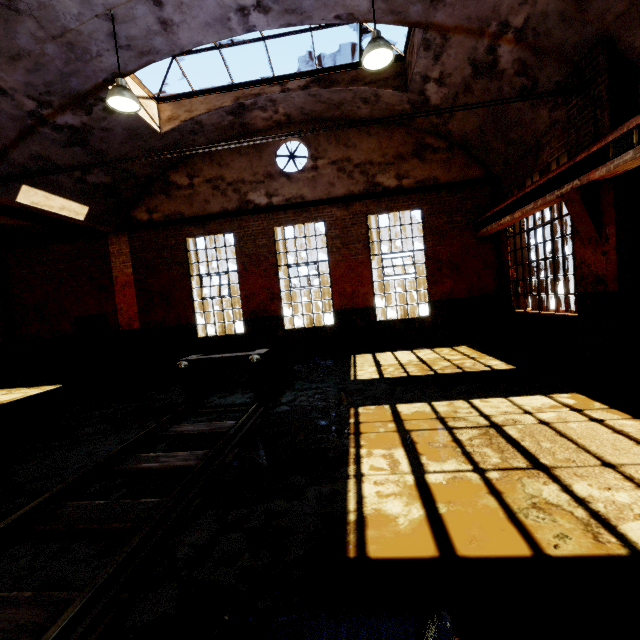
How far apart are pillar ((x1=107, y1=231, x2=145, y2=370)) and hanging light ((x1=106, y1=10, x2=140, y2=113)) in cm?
602

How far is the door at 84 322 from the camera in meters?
11.9 m

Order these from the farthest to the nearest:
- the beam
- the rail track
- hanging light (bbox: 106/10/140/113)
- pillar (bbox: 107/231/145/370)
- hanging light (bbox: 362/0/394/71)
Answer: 1. pillar (bbox: 107/231/145/370)
2. hanging light (bbox: 106/10/140/113)
3. hanging light (bbox: 362/0/394/71)
4. the beam
5. the rail track

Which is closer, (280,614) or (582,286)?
(280,614)

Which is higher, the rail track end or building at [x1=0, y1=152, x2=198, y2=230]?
building at [x1=0, y1=152, x2=198, y2=230]

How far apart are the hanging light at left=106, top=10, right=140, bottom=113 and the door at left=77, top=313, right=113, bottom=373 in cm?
778

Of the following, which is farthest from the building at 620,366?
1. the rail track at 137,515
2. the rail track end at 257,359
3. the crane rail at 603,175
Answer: the rail track end at 257,359

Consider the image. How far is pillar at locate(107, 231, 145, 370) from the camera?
11.4 meters
